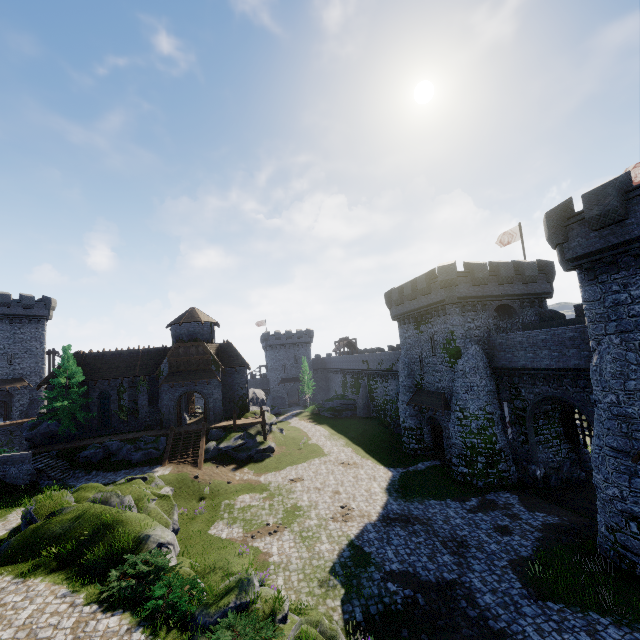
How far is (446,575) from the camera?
14.65m

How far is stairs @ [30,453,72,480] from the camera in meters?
26.1 m

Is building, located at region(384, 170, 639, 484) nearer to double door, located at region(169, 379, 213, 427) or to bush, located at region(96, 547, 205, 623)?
bush, located at region(96, 547, 205, 623)

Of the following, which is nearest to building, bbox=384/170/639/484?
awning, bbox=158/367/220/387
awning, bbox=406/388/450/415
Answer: awning, bbox=406/388/450/415

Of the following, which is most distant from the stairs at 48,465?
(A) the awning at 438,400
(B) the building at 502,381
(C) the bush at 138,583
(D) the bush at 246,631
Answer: (B) the building at 502,381

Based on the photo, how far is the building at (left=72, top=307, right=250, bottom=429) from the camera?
35.3 meters

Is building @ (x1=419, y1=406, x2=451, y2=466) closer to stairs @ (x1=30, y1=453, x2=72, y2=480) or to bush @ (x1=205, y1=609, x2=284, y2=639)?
bush @ (x1=205, y1=609, x2=284, y2=639)

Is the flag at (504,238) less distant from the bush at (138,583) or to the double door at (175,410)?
the bush at (138,583)
